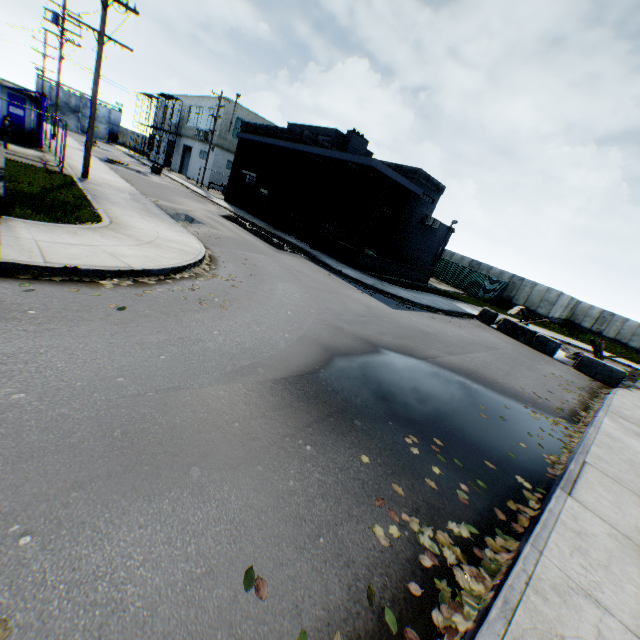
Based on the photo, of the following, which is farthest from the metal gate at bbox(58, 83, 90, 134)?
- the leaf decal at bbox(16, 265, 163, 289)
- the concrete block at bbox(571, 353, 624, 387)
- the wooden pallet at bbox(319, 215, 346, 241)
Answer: the concrete block at bbox(571, 353, 624, 387)

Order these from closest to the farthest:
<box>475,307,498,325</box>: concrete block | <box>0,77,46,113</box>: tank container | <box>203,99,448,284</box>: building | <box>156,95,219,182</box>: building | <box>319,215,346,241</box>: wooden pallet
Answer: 1. <box>0,77,46,113</box>: tank container
2. <box>475,307,498,325</box>: concrete block
3. <box>203,99,448,284</box>: building
4. <box>319,215,346,241</box>: wooden pallet
5. <box>156,95,219,182</box>: building

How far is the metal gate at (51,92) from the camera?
50.59m

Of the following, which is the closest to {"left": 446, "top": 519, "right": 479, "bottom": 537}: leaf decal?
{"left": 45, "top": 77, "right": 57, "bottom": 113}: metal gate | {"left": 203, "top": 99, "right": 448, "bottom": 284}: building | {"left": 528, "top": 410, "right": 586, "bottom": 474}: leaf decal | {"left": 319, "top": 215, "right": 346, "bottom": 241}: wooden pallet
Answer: {"left": 528, "top": 410, "right": 586, "bottom": 474}: leaf decal

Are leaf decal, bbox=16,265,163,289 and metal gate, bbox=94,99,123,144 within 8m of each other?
no

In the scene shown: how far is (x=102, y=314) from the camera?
5.38m

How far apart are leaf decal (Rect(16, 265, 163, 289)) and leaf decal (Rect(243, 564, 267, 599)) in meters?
5.5
